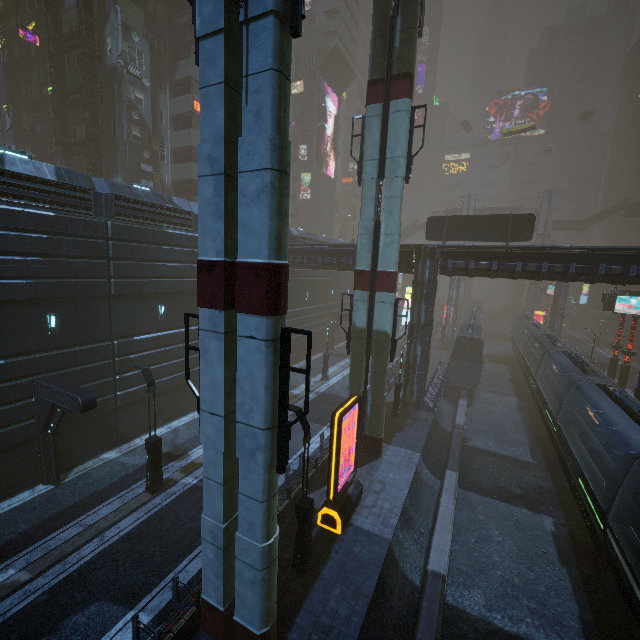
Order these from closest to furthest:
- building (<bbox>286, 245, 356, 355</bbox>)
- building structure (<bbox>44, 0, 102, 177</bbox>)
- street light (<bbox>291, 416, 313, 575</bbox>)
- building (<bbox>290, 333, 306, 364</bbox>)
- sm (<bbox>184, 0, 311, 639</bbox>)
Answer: sm (<bbox>184, 0, 311, 639</bbox>) < street light (<bbox>291, 416, 313, 575</bbox>) < building structure (<bbox>44, 0, 102, 177</bbox>) < building (<bbox>286, 245, 356, 355</bbox>) < building (<bbox>290, 333, 306, 364</bbox>)

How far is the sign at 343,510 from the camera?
12.0m

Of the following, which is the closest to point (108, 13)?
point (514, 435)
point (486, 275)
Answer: point (486, 275)

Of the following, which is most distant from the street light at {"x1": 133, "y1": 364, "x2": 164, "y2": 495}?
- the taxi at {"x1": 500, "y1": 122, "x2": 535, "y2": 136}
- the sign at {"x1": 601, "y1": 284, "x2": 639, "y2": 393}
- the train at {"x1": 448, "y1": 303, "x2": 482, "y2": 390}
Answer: the taxi at {"x1": 500, "y1": 122, "x2": 535, "y2": 136}

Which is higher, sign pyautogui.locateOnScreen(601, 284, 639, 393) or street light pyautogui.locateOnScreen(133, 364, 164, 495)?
sign pyautogui.locateOnScreen(601, 284, 639, 393)

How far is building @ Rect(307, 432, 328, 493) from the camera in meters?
14.8 m

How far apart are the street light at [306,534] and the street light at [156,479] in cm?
668

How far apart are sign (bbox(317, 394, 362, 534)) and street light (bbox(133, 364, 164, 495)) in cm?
746
